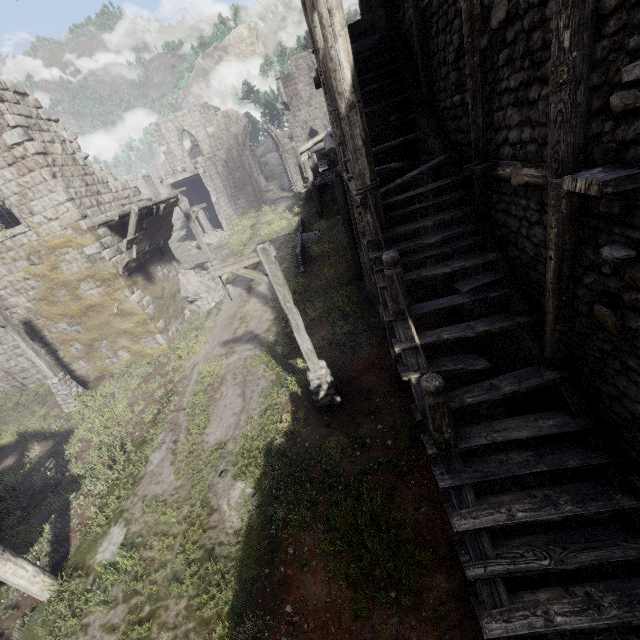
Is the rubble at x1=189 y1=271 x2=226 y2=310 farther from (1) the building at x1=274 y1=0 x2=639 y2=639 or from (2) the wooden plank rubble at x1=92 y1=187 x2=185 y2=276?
(2) the wooden plank rubble at x1=92 y1=187 x2=185 y2=276

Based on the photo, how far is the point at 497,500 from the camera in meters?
4.5 m

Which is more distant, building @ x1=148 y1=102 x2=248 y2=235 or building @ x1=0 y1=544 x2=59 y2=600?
building @ x1=148 y1=102 x2=248 y2=235

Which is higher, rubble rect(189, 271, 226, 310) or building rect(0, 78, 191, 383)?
building rect(0, 78, 191, 383)

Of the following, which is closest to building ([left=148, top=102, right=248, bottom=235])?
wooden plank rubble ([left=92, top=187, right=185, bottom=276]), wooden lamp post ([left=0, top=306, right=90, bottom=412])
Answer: wooden plank rubble ([left=92, top=187, right=185, bottom=276])

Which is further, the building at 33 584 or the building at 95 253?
the building at 95 253

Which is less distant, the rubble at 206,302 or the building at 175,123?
the rubble at 206,302

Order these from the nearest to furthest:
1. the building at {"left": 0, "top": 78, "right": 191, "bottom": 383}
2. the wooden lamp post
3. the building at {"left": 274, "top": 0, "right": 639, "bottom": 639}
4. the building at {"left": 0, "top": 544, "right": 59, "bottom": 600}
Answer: the building at {"left": 274, "top": 0, "right": 639, "bottom": 639} < the building at {"left": 0, "top": 544, "right": 59, "bottom": 600} < the building at {"left": 0, "top": 78, "right": 191, "bottom": 383} < the wooden lamp post
